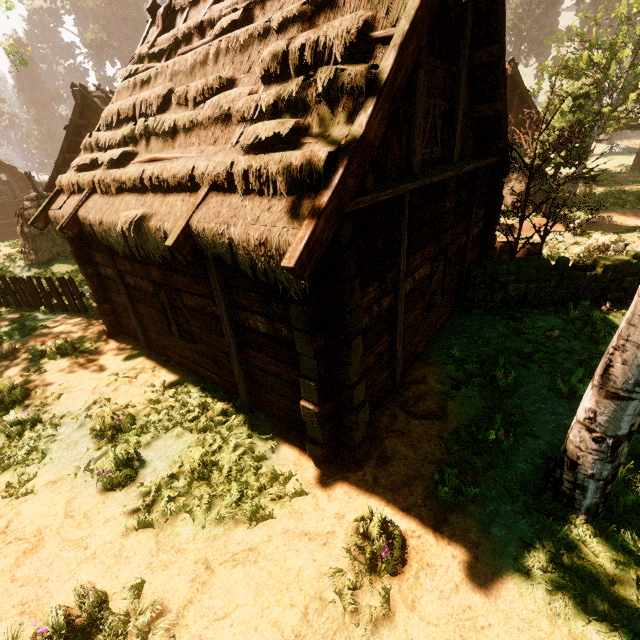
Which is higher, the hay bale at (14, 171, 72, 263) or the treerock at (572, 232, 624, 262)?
the hay bale at (14, 171, 72, 263)

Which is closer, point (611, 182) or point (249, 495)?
point (249, 495)

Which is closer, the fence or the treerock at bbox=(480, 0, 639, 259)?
the treerock at bbox=(480, 0, 639, 259)

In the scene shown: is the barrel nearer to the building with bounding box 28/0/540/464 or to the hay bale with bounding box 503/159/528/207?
the building with bounding box 28/0/540/464

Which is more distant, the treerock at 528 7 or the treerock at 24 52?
the treerock at 24 52

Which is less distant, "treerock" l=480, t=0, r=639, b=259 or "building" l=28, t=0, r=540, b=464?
"building" l=28, t=0, r=540, b=464

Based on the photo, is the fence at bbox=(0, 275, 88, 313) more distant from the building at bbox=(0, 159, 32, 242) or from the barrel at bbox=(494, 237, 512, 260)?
the barrel at bbox=(494, 237, 512, 260)

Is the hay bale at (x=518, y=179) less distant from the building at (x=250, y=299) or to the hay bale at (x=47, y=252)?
the building at (x=250, y=299)
